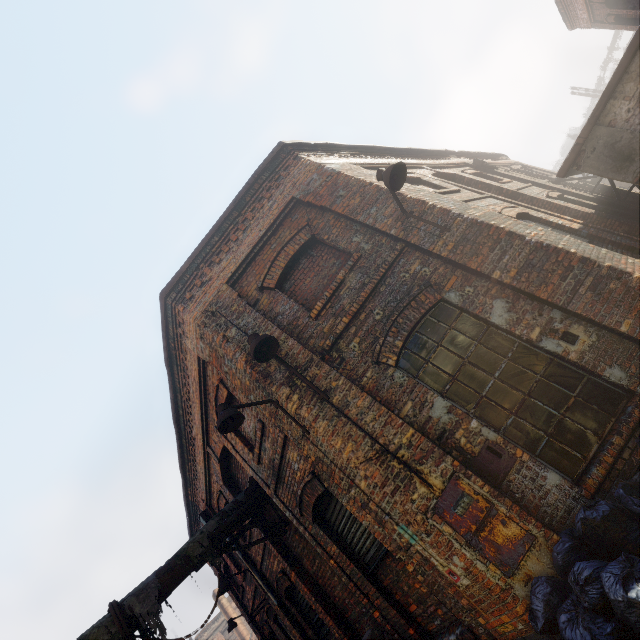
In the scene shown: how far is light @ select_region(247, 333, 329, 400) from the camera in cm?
448

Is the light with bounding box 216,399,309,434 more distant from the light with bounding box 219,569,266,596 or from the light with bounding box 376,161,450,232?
the light with bounding box 219,569,266,596

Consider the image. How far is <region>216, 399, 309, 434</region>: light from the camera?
4.77m

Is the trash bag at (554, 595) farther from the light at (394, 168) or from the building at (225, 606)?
the building at (225, 606)

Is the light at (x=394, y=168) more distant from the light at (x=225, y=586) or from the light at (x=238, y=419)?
the light at (x=225, y=586)

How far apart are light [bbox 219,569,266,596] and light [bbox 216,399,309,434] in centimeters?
727cm

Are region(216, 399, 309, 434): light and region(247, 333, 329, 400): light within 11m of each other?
yes

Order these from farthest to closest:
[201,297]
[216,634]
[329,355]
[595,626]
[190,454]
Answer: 1. [216,634]
2. [190,454]
3. [201,297]
4. [329,355]
5. [595,626]
